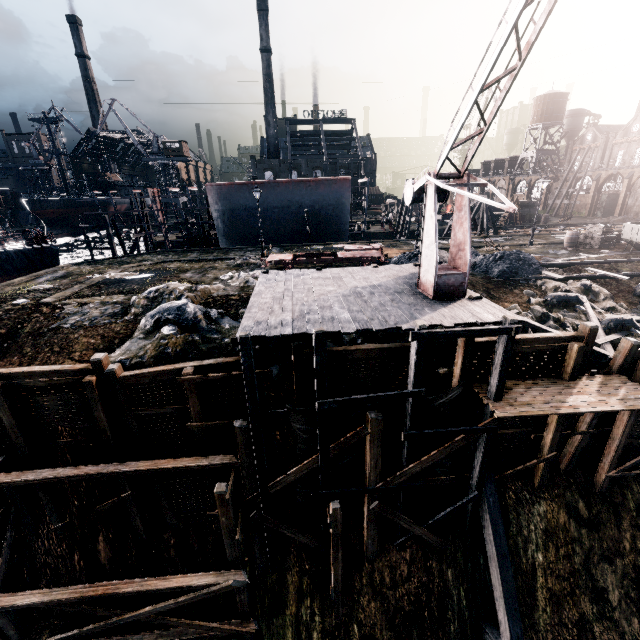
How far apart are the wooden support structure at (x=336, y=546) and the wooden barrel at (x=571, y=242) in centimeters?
2990cm

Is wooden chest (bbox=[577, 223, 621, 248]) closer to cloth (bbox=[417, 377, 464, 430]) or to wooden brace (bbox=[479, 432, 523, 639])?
wooden brace (bbox=[479, 432, 523, 639])

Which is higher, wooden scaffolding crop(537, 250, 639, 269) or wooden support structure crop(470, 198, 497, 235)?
wooden support structure crop(470, 198, 497, 235)

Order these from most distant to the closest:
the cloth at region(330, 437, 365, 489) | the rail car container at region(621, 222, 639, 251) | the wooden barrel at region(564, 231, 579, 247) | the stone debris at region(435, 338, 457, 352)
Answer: the wooden barrel at region(564, 231, 579, 247) → the rail car container at region(621, 222, 639, 251) → the stone debris at region(435, 338, 457, 352) → the cloth at region(330, 437, 365, 489)

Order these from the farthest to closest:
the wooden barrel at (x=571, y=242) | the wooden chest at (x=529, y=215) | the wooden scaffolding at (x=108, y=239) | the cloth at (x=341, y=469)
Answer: the wooden chest at (x=529, y=215) < the wooden scaffolding at (x=108, y=239) < the wooden barrel at (x=571, y=242) < the cloth at (x=341, y=469)

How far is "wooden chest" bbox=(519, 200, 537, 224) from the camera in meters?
49.3 m

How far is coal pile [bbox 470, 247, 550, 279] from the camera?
19.8 meters

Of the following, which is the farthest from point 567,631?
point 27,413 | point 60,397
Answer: point 27,413
